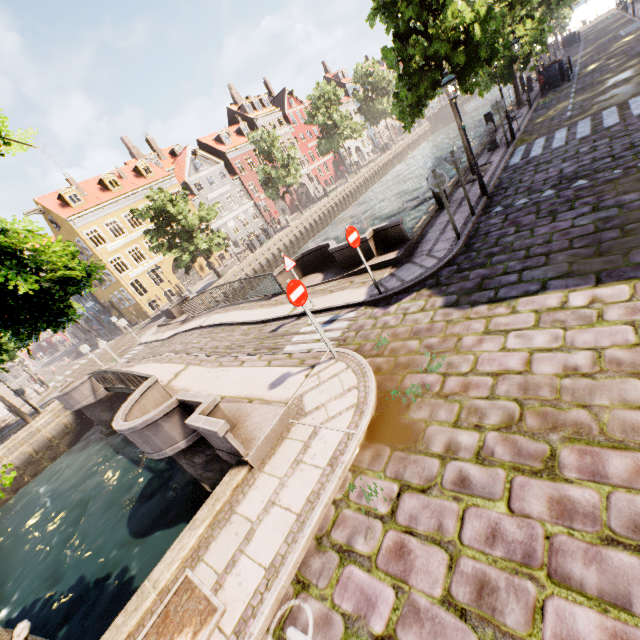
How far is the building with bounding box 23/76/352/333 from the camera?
30.4 meters

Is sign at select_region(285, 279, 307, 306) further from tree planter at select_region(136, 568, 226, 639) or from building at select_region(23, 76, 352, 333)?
building at select_region(23, 76, 352, 333)

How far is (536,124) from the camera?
15.5m

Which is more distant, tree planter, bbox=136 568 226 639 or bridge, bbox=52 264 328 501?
bridge, bbox=52 264 328 501

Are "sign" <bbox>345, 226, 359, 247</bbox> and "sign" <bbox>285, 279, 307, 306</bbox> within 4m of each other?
yes

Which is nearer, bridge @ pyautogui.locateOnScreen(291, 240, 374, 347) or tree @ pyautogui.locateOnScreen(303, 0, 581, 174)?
bridge @ pyautogui.locateOnScreen(291, 240, 374, 347)

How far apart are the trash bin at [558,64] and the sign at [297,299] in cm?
2574

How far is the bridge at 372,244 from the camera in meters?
9.7 m
